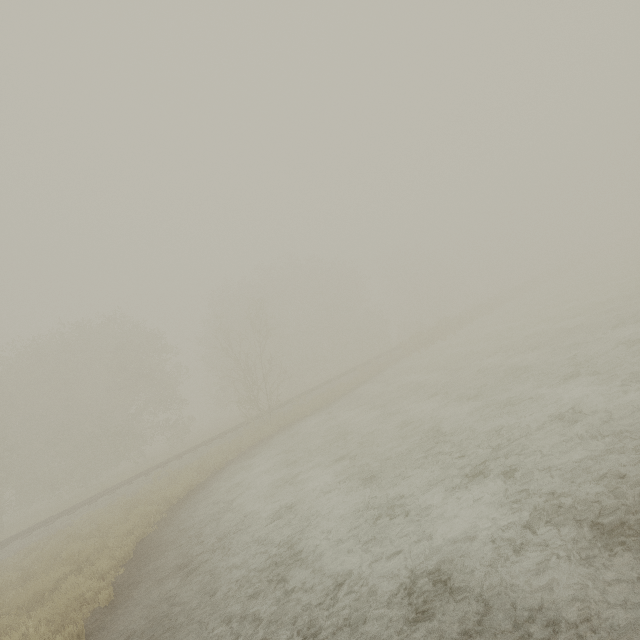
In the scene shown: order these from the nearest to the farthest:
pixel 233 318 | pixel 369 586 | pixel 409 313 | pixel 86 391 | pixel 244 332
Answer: pixel 369 586 → pixel 244 332 → pixel 86 391 → pixel 233 318 → pixel 409 313
